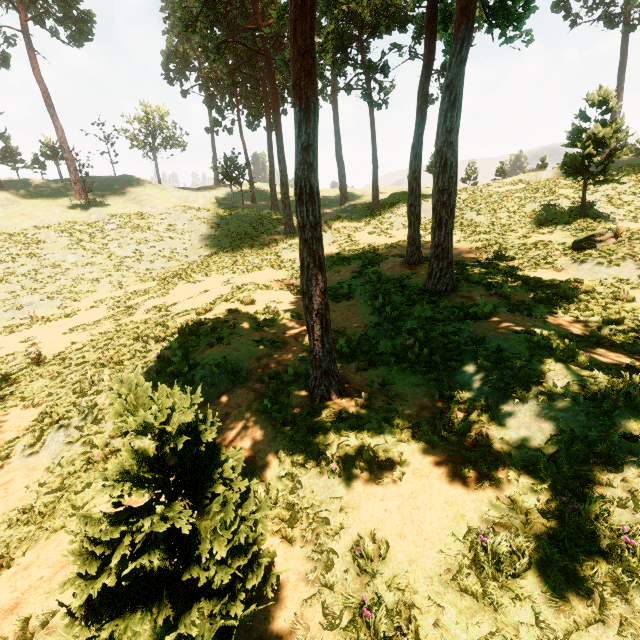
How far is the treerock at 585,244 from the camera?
13.4m

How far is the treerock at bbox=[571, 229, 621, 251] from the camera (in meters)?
13.41

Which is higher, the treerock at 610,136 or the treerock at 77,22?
the treerock at 77,22

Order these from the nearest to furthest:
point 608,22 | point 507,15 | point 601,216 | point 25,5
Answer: point 507,15 < point 601,216 < point 608,22 < point 25,5

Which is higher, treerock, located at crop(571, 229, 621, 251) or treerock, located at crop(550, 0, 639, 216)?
treerock, located at crop(550, 0, 639, 216)

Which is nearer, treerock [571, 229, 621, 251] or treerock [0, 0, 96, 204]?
treerock [571, 229, 621, 251]
